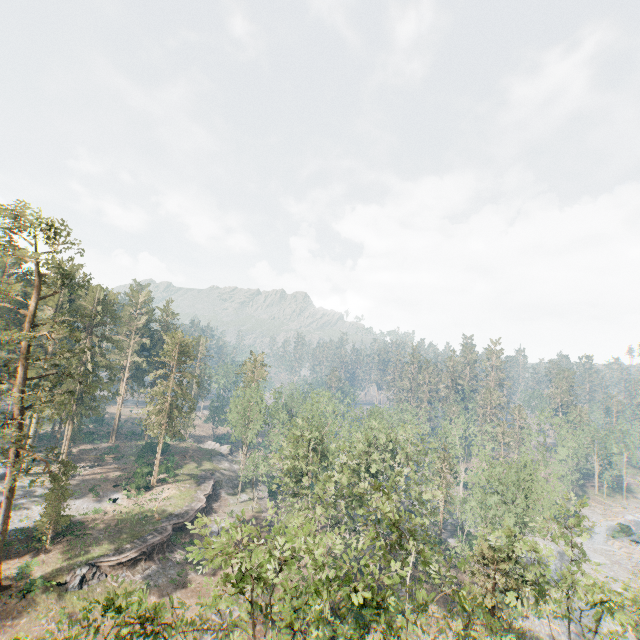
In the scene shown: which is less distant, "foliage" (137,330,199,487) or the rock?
"foliage" (137,330,199,487)

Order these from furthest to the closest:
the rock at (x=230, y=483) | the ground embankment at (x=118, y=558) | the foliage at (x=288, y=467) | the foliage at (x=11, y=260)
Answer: the rock at (x=230, y=483), the ground embankment at (x=118, y=558), the foliage at (x=11, y=260), the foliage at (x=288, y=467)

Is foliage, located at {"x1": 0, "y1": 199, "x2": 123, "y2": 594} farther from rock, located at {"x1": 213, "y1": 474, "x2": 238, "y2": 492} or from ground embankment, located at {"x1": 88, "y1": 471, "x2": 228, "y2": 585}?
ground embankment, located at {"x1": 88, "y1": 471, "x2": 228, "y2": 585}

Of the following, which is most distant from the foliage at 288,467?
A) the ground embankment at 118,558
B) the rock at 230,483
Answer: the ground embankment at 118,558

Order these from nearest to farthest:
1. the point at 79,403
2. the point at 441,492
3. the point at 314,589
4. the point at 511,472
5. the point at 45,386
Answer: the point at 314,589 < the point at 511,472 < the point at 45,386 < the point at 79,403 < the point at 441,492

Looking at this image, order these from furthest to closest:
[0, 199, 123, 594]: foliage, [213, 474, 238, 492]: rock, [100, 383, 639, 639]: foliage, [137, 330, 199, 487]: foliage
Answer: [213, 474, 238, 492]: rock
[137, 330, 199, 487]: foliage
[0, 199, 123, 594]: foliage
[100, 383, 639, 639]: foliage

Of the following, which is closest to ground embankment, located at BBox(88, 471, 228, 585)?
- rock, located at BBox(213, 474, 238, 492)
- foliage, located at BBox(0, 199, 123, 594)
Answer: rock, located at BBox(213, 474, 238, 492)
